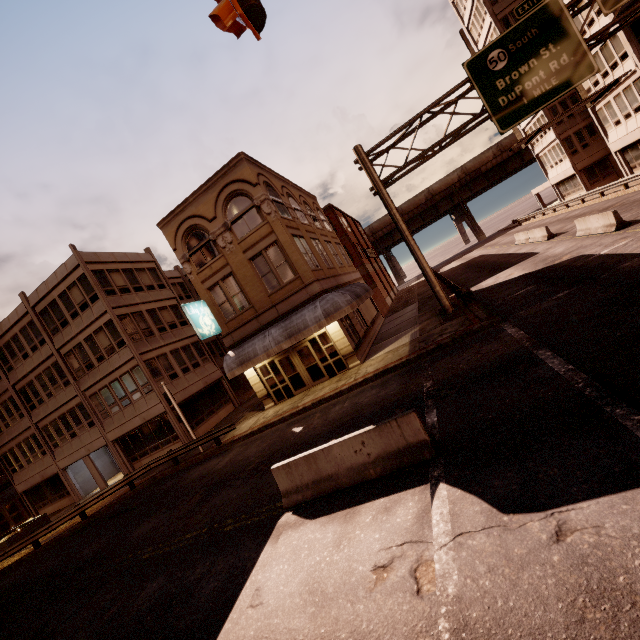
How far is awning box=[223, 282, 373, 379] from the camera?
16.5 meters

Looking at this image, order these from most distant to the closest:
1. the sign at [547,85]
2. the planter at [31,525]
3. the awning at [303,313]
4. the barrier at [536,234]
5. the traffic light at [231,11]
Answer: the barrier at [536,234]
the planter at [31,525]
the awning at [303,313]
the sign at [547,85]
the traffic light at [231,11]

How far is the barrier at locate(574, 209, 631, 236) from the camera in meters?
15.6 m

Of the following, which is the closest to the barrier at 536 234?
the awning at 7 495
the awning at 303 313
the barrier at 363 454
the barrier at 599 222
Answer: the barrier at 599 222

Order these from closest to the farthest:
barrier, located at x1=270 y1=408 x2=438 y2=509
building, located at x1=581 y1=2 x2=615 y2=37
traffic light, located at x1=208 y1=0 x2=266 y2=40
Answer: traffic light, located at x1=208 y1=0 x2=266 y2=40, barrier, located at x1=270 y1=408 x2=438 y2=509, building, located at x1=581 y1=2 x2=615 y2=37

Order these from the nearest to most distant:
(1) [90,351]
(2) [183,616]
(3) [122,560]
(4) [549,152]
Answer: (2) [183,616]
(3) [122,560]
(1) [90,351]
(4) [549,152]

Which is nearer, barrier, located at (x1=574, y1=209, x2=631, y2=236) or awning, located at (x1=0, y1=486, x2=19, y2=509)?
barrier, located at (x1=574, y1=209, x2=631, y2=236)

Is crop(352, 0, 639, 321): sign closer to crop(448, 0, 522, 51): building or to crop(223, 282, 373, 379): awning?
crop(223, 282, 373, 379): awning
